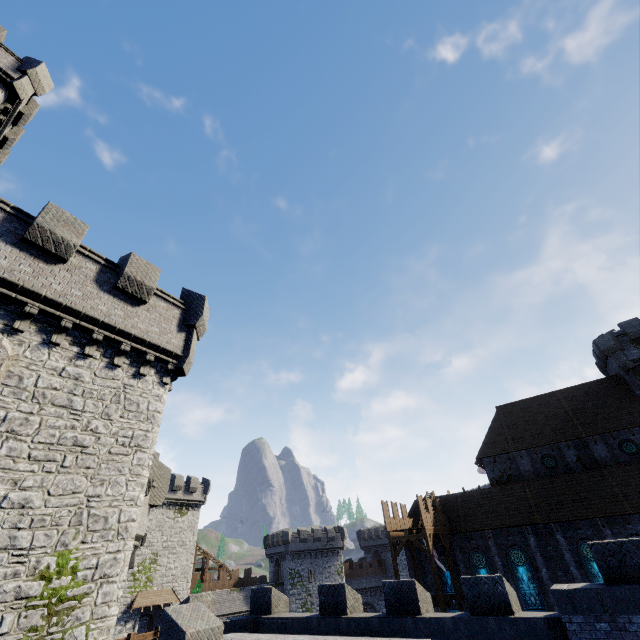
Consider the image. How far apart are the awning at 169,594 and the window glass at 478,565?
33.76m

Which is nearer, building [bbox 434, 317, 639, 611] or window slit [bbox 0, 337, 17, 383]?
window slit [bbox 0, 337, 17, 383]

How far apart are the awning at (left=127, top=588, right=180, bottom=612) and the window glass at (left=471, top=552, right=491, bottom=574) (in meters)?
33.76

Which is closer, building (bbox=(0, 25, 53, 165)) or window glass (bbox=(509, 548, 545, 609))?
building (bbox=(0, 25, 53, 165))

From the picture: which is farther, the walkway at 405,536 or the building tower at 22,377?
the walkway at 405,536

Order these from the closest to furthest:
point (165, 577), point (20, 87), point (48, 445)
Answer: point (48, 445) < point (20, 87) < point (165, 577)

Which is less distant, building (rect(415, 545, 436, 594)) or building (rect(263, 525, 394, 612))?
building (rect(415, 545, 436, 594))

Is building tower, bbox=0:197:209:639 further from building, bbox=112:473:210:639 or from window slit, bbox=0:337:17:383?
building, bbox=112:473:210:639
